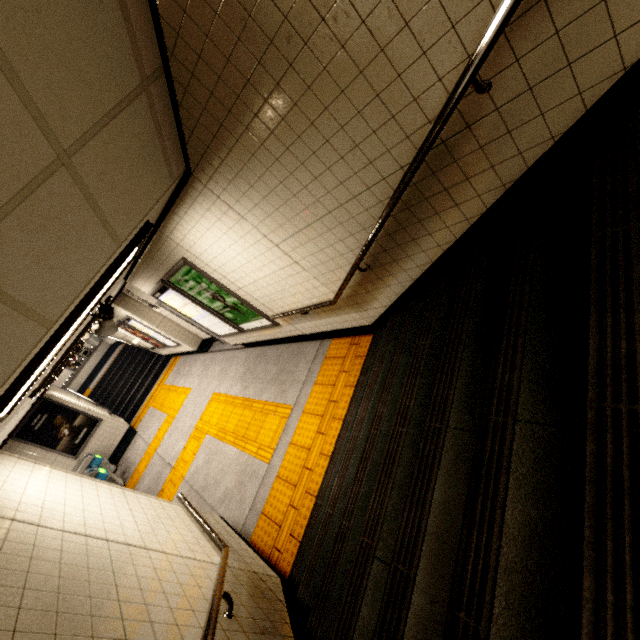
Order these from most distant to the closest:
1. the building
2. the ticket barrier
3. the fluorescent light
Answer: the building < the ticket barrier < the fluorescent light

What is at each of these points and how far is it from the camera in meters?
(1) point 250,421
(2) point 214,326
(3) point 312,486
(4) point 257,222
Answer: (1) groundtactileadastrip, 5.7
(2) sign, 6.8
(3) groundtactileadastrip, 3.8
(4) stairs, 3.2

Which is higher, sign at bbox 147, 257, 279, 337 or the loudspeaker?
the loudspeaker

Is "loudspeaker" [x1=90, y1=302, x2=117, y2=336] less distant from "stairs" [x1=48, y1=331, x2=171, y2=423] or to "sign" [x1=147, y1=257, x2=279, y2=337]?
"sign" [x1=147, y1=257, x2=279, y2=337]

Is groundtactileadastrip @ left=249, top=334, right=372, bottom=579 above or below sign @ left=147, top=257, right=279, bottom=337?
below

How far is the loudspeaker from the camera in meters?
4.0

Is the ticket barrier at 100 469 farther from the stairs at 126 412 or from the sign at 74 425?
the stairs at 126 412

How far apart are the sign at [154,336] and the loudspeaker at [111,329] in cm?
567
